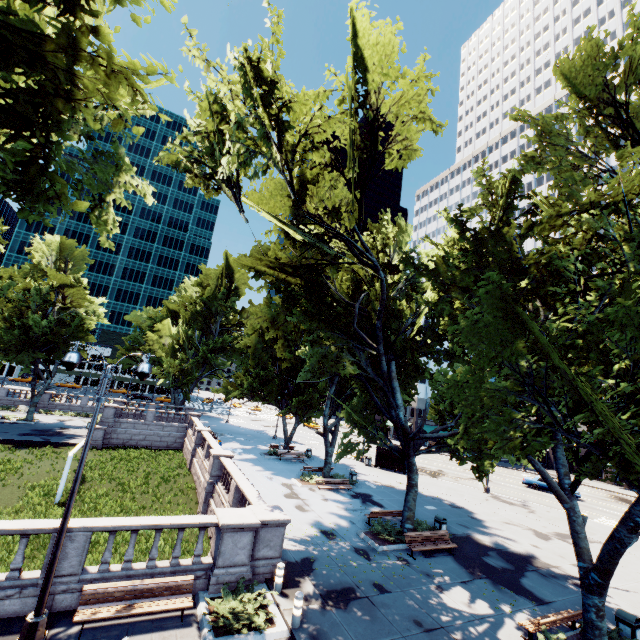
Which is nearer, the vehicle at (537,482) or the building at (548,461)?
the vehicle at (537,482)

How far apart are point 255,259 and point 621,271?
17.95m

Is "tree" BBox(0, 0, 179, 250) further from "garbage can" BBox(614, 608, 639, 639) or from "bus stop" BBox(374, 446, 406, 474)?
"bus stop" BBox(374, 446, 406, 474)

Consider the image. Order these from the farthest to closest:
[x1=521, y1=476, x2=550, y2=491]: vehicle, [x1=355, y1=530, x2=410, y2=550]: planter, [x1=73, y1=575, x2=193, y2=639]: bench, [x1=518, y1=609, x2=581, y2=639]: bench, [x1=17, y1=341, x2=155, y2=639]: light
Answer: [x1=521, y1=476, x2=550, y2=491]: vehicle, [x1=355, y1=530, x2=410, y2=550]: planter, [x1=518, y1=609, x2=581, y2=639]: bench, [x1=73, y1=575, x2=193, y2=639]: bench, [x1=17, y1=341, x2=155, y2=639]: light

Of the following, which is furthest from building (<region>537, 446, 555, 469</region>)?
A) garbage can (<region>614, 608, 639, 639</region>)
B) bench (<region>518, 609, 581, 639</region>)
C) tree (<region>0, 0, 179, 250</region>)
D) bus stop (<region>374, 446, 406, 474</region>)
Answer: bench (<region>518, 609, 581, 639</region>)

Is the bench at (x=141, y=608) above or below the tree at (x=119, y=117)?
below

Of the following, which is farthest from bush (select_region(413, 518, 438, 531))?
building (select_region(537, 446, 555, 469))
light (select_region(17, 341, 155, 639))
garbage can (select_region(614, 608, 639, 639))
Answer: building (select_region(537, 446, 555, 469))

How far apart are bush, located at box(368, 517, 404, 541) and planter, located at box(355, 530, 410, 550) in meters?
0.0 m
